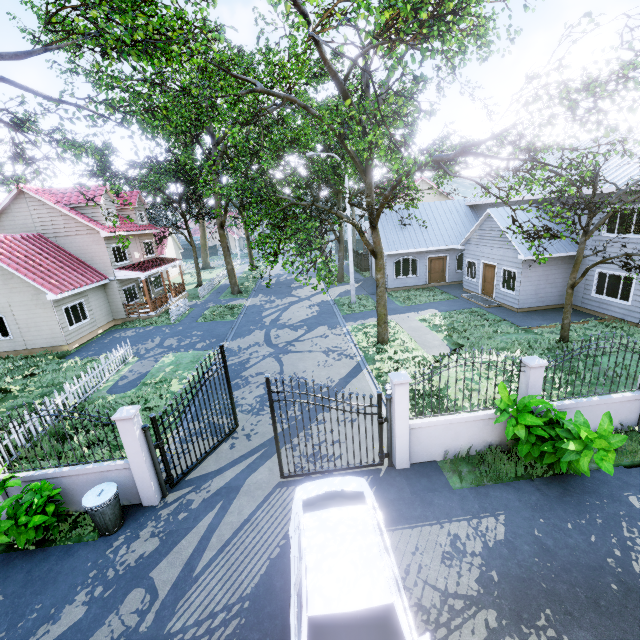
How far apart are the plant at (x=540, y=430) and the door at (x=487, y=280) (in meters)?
13.53

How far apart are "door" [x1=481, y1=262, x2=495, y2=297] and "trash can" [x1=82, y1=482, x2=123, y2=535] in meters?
20.6

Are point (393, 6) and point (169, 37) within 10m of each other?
yes

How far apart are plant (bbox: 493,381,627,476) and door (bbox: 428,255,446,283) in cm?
1852

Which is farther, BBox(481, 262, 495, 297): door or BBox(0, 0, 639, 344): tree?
BBox(481, 262, 495, 297): door

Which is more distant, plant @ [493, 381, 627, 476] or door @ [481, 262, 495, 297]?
door @ [481, 262, 495, 297]

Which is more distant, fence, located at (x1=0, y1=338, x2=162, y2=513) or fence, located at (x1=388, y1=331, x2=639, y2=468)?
fence, located at (x1=388, y1=331, x2=639, y2=468)

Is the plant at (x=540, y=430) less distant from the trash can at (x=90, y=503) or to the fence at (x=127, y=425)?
the fence at (x=127, y=425)
